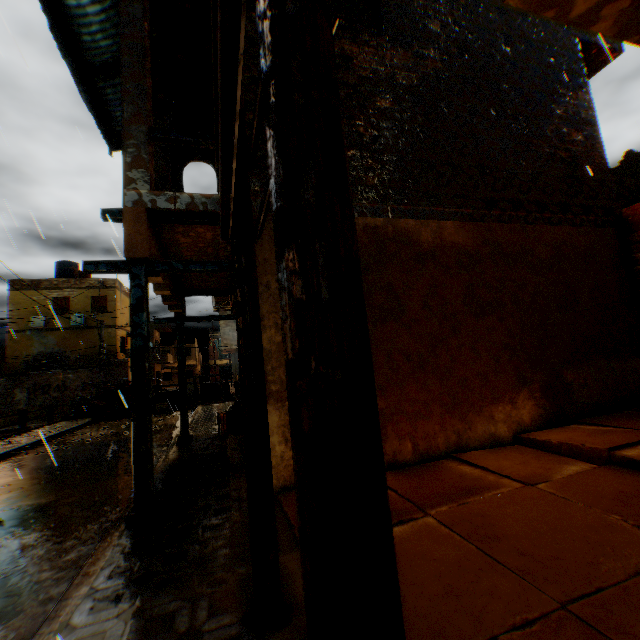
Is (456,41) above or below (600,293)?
above

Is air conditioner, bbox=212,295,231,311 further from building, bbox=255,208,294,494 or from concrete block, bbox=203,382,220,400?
concrete block, bbox=203,382,220,400

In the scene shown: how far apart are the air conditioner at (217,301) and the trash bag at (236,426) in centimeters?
378cm

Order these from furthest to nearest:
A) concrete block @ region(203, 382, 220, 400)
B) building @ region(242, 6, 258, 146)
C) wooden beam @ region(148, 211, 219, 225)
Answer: concrete block @ region(203, 382, 220, 400), building @ region(242, 6, 258, 146), wooden beam @ region(148, 211, 219, 225)

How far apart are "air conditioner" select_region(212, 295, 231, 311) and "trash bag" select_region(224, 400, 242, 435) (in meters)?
3.78

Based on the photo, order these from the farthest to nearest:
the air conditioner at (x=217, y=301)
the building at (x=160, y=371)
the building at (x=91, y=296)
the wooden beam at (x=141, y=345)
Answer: the building at (x=160, y=371) → the building at (x=91, y=296) → the air conditioner at (x=217, y=301) → the wooden beam at (x=141, y=345)

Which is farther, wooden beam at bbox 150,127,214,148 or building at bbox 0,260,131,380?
building at bbox 0,260,131,380

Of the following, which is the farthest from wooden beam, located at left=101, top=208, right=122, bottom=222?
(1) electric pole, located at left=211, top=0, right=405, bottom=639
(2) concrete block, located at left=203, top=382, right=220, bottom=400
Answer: (2) concrete block, located at left=203, top=382, right=220, bottom=400
